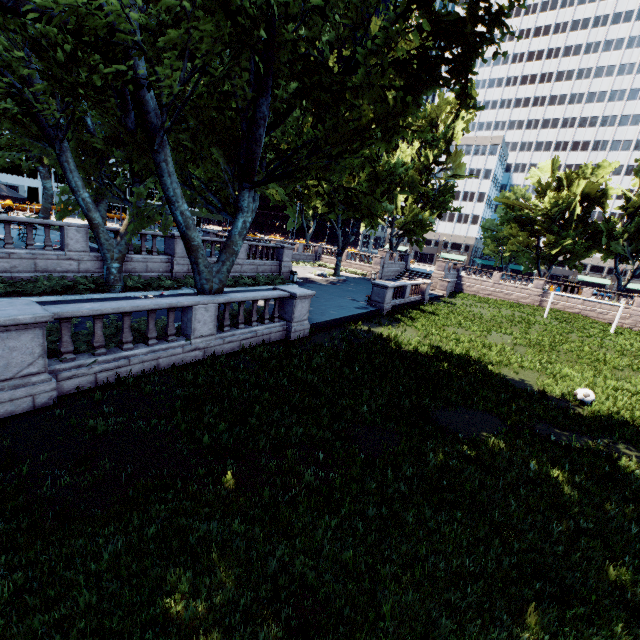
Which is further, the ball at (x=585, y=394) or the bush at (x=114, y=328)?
the ball at (x=585, y=394)

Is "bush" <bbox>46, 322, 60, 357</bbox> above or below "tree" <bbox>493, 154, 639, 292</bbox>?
below

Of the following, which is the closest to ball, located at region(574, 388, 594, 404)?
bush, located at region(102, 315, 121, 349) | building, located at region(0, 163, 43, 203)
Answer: bush, located at region(102, 315, 121, 349)

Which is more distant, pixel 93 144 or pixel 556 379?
pixel 93 144

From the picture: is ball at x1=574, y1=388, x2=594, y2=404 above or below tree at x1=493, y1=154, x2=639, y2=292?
below

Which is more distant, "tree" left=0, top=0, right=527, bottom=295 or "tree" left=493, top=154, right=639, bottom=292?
"tree" left=493, top=154, right=639, bottom=292

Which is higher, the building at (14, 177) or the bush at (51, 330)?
the building at (14, 177)

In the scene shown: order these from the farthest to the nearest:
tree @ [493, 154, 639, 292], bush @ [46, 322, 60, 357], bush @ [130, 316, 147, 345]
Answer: tree @ [493, 154, 639, 292], bush @ [130, 316, 147, 345], bush @ [46, 322, 60, 357]
